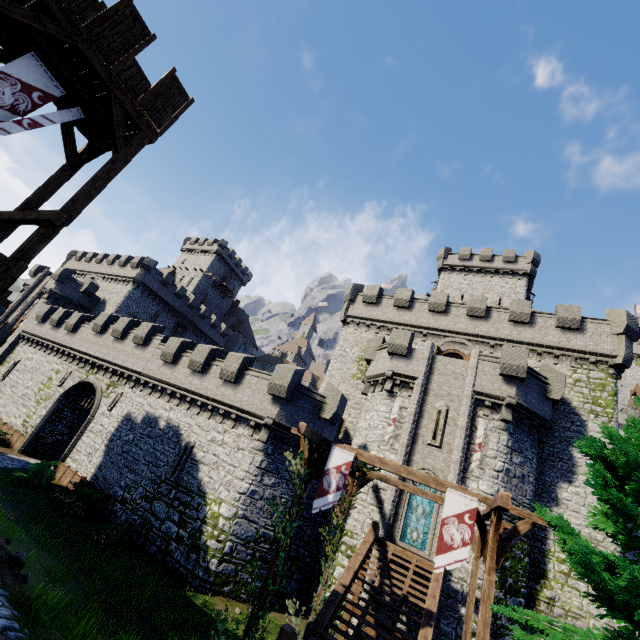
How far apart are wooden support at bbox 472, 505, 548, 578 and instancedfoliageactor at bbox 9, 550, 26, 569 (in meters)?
10.74

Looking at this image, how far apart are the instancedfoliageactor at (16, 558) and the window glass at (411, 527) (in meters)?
16.22

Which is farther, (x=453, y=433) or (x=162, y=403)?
(x=162, y=403)

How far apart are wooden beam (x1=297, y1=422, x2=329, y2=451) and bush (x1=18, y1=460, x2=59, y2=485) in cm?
1862

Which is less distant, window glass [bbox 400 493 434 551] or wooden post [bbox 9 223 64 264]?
wooden post [bbox 9 223 64 264]

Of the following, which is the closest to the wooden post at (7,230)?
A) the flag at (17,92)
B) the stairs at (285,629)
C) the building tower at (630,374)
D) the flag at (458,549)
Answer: the flag at (17,92)

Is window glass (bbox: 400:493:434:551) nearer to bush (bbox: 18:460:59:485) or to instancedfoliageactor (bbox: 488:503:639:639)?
instancedfoliageactor (bbox: 488:503:639:639)

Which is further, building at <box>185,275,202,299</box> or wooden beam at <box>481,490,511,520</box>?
building at <box>185,275,202,299</box>
